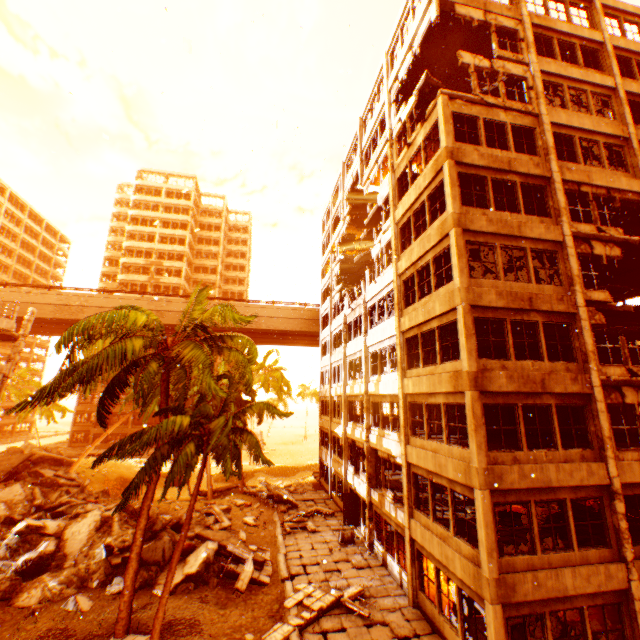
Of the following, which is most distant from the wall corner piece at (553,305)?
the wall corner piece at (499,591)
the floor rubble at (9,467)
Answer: the floor rubble at (9,467)

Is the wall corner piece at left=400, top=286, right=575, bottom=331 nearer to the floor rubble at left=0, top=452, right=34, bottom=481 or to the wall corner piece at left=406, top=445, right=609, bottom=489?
the wall corner piece at left=406, top=445, right=609, bottom=489

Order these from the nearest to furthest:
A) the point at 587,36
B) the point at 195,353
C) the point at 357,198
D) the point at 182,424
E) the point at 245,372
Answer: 1. the point at 182,424
2. the point at 195,353
3. the point at 245,372
4. the point at 587,36
5. the point at 357,198

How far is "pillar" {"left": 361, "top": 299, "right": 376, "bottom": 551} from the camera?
18.38m

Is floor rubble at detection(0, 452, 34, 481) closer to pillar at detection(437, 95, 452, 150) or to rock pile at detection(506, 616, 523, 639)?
pillar at detection(437, 95, 452, 150)

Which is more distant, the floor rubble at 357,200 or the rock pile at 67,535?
the floor rubble at 357,200

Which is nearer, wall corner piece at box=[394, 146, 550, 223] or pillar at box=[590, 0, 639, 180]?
wall corner piece at box=[394, 146, 550, 223]
